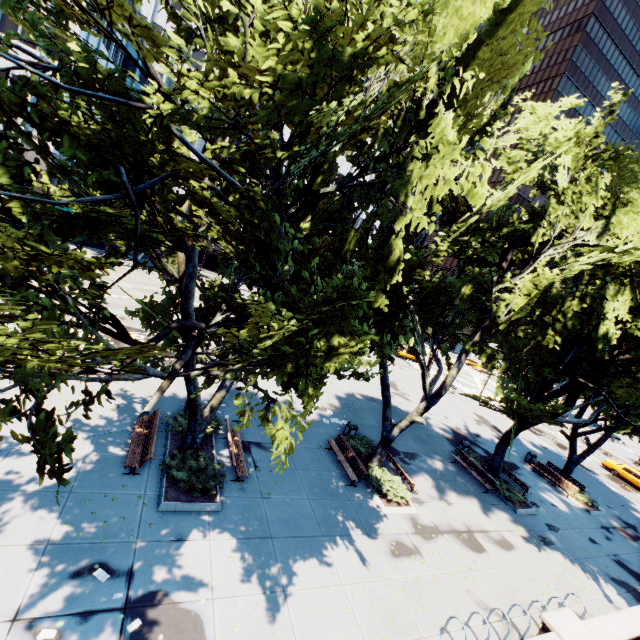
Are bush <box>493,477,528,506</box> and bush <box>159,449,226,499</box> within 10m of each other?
no

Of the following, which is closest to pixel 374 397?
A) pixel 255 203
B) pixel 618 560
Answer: pixel 618 560

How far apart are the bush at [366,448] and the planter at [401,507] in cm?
169

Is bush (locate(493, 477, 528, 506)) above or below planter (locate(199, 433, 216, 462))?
above

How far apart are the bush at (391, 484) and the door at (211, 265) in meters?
50.8

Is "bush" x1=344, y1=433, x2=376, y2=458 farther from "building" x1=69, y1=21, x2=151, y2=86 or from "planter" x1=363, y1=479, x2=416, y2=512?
"building" x1=69, y1=21, x2=151, y2=86

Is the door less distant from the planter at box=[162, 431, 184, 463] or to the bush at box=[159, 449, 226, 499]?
the planter at box=[162, 431, 184, 463]

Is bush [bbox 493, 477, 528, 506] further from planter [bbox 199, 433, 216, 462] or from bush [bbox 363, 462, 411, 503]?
planter [bbox 199, 433, 216, 462]
